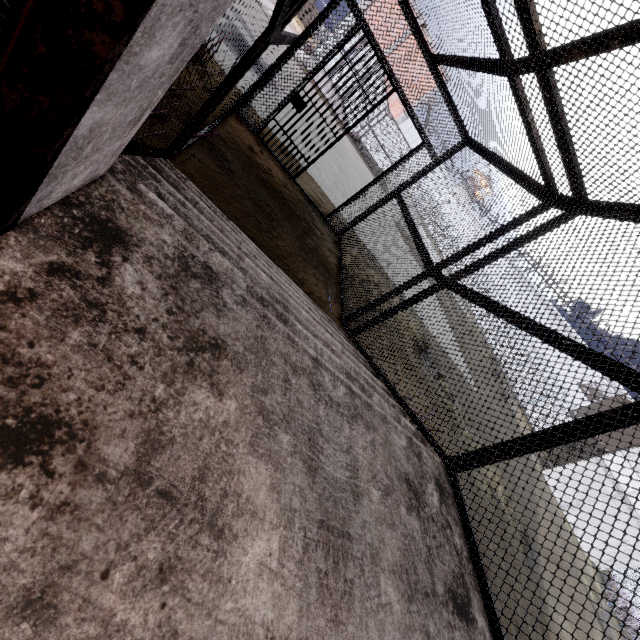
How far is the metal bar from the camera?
5.2 meters

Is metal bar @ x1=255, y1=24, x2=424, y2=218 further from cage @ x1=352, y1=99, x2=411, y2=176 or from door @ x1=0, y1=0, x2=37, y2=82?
cage @ x1=352, y1=99, x2=411, y2=176

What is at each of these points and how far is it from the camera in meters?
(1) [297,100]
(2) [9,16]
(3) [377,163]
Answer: (1) metal bar, 5.7
(2) door, 0.5
(3) cage, 23.0

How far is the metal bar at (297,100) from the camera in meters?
5.2

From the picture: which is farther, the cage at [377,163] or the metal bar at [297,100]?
the cage at [377,163]

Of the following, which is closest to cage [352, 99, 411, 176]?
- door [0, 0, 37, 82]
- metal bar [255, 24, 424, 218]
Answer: metal bar [255, 24, 424, 218]

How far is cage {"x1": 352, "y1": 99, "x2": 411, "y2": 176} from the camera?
21.11m

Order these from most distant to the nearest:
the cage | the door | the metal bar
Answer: the cage, the metal bar, the door
